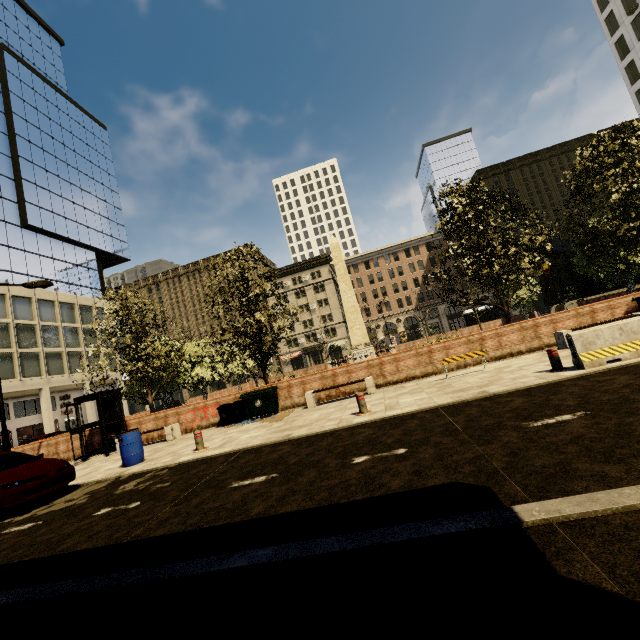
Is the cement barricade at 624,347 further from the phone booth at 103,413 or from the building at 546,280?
the building at 546,280

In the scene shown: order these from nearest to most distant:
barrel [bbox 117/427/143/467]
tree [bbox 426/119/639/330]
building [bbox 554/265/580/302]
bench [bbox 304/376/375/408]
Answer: barrel [bbox 117/427/143/467] → bench [bbox 304/376/375/408] → tree [bbox 426/119/639/330] → building [bbox 554/265/580/302]

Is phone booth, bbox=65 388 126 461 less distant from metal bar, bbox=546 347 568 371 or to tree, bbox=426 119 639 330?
tree, bbox=426 119 639 330

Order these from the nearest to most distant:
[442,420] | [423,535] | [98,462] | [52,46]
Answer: [423,535], [442,420], [98,462], [52,46]

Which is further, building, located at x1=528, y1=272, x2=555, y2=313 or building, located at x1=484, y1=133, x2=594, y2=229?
building, located at x1=484, y1=133, x2=594, y2=229

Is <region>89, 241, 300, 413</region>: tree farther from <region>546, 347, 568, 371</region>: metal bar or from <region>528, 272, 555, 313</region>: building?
<region>528, 272, 555, 313</region>: building

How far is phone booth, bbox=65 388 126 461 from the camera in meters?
13.5 m

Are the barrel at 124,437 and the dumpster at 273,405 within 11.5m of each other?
yes
